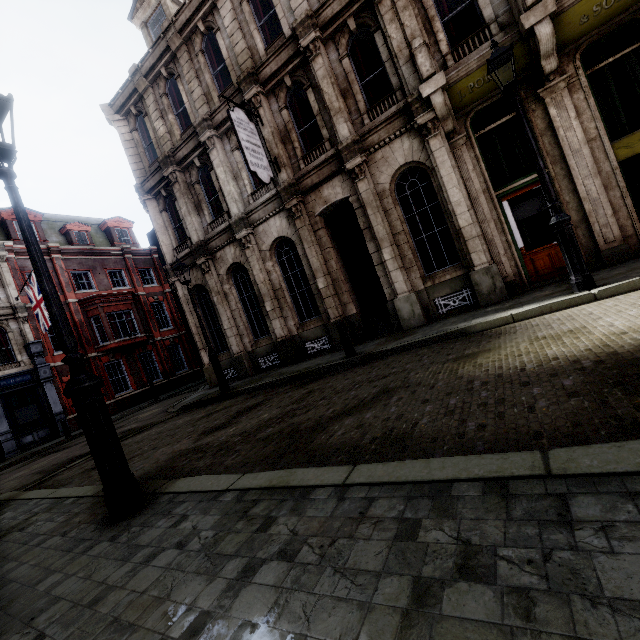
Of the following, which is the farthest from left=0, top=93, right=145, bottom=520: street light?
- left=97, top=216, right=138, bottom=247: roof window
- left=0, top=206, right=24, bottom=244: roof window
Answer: left=97, top=216, right=138, bottom=247: roof window

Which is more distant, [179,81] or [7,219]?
[7,219]

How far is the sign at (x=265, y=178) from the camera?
9.5m

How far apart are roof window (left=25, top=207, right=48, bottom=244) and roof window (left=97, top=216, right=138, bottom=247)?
4.2 meters

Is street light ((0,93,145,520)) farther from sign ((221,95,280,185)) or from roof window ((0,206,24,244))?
roof window ((0,206,24,244))

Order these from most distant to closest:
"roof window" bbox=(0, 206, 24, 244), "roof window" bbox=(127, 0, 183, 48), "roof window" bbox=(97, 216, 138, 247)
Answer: "roof window" bbox=(97, 216, 138, 247) → "roof window" bbox=(0, 206, 24, 244) → "roof window" bbox=(127, 0, 183, 48)

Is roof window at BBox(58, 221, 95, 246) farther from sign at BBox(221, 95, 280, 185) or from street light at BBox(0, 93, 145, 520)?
street light at BBox(0, 93, 145, 520)

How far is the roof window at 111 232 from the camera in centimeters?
2720cm
